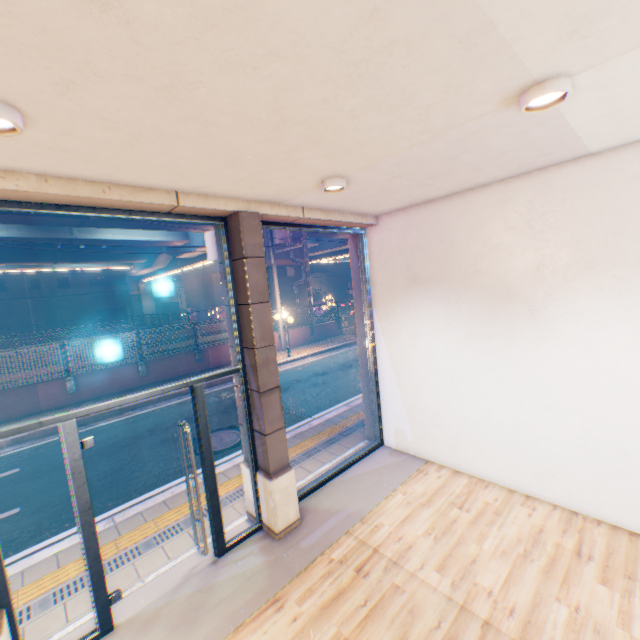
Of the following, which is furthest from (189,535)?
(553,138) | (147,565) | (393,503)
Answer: (553,138)

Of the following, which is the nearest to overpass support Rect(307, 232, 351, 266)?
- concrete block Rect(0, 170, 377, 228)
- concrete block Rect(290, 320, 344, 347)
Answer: concrete block Rect(290, 320, 344, 347)

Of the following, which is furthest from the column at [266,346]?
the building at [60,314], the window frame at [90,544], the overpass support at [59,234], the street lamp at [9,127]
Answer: the building at [60,314]

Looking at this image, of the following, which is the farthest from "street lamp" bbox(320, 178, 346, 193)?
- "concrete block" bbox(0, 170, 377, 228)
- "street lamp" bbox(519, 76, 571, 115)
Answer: "street lamp" bbox(519, 76, 571, 115)

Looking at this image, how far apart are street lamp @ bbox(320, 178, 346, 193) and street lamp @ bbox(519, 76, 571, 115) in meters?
1.7

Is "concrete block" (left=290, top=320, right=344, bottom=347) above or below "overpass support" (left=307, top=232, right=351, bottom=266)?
below

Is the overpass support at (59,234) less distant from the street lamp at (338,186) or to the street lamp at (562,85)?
the street lamp at (338,186)

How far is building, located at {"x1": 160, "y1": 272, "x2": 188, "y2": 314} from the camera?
54.5 meters
